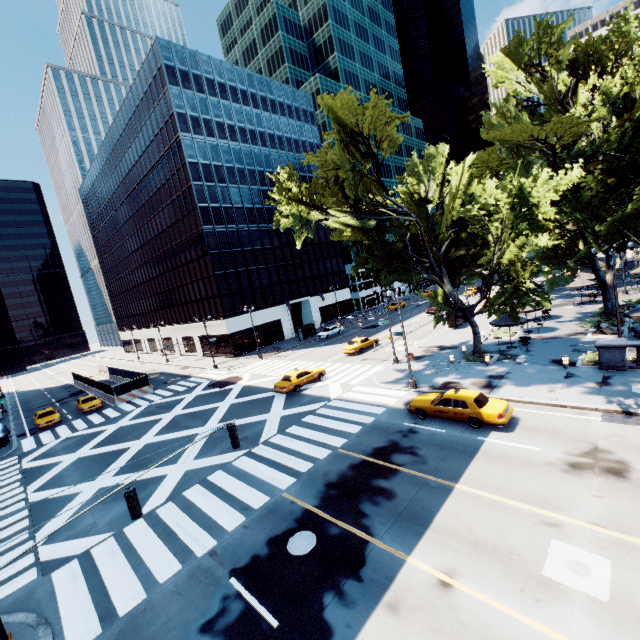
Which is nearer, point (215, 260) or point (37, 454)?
point (37, 454)

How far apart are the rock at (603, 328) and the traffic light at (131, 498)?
32.8m

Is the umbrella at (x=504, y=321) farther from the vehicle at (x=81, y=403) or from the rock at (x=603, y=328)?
the vehicle at (x=81, y=403)

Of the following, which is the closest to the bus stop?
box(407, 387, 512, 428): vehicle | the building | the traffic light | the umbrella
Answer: the building

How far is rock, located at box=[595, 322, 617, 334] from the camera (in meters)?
25.38

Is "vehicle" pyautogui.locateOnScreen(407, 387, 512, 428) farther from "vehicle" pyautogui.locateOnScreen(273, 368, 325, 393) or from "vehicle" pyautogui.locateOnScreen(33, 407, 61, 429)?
"vehicle" pyautogui.locateOnScreen(33, 407, 61, 429)

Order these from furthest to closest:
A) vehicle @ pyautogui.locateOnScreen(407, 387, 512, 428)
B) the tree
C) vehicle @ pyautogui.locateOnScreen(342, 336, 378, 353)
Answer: vehicle @ pyautogui.locateOnScreen(342, 336, 378, 353) < the tree < vehicle @ pyautogui.locateOnScreen(407, 387, 512, 428)

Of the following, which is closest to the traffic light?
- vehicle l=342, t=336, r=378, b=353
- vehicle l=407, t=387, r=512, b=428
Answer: vehicle l=407, t=387, r=512, b=428
